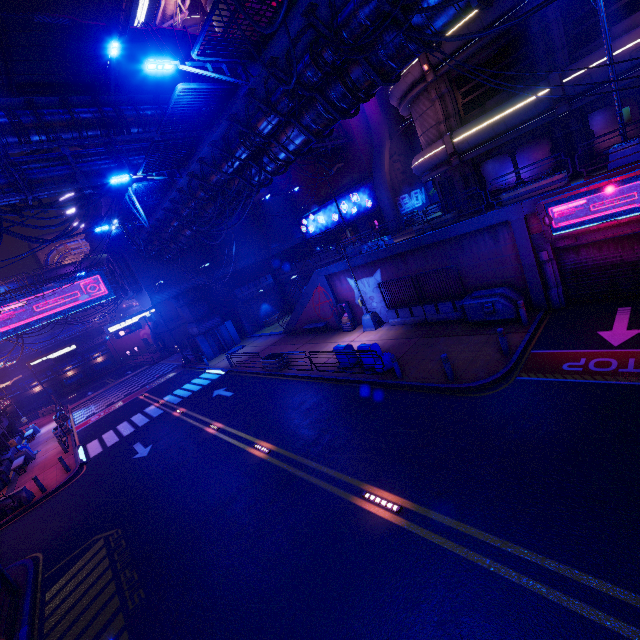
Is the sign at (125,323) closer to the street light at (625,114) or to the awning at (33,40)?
the awning at (33,40)

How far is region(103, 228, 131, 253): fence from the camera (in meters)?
22.12

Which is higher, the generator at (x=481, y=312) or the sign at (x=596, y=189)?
the sign at (x=596, y=189)

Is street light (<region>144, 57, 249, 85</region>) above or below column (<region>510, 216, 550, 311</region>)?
above

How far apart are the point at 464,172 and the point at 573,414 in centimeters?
1572cm

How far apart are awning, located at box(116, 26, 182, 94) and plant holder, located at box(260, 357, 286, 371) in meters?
17.6

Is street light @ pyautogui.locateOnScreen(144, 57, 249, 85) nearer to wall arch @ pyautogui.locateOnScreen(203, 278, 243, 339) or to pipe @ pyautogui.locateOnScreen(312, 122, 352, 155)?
pipe @ pyautogui.locateOnScreen(312, 122, 352, 155)

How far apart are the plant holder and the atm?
4.4 meters
